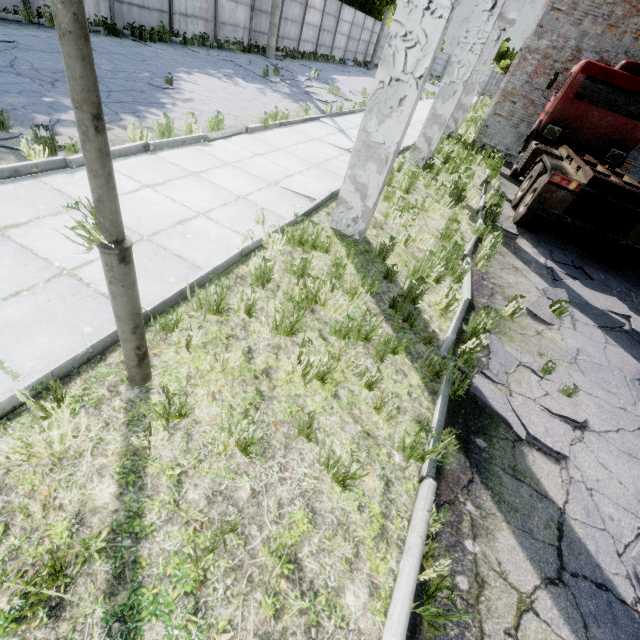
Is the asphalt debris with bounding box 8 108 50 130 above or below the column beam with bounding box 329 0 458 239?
below

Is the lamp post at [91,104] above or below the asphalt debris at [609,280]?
above

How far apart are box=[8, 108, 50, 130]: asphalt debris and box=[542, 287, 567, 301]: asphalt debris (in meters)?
8.37

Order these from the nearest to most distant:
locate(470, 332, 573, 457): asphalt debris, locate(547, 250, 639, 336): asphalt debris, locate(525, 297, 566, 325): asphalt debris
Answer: locate(470, 332, 573, 457): asphalt debris → locate(525, 297, 566, 325): asphalt debris → locate(547, 250, 639, 336): asphalt debris

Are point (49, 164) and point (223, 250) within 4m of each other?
yes

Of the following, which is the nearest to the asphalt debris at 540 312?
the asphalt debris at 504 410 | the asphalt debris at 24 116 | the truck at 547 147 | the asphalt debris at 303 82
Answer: the asphalt debris at 504 410

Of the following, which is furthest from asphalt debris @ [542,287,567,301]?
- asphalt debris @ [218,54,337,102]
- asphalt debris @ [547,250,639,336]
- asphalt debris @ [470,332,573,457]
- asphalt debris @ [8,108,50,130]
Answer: asphalt debris @ [218,54,337,102]
